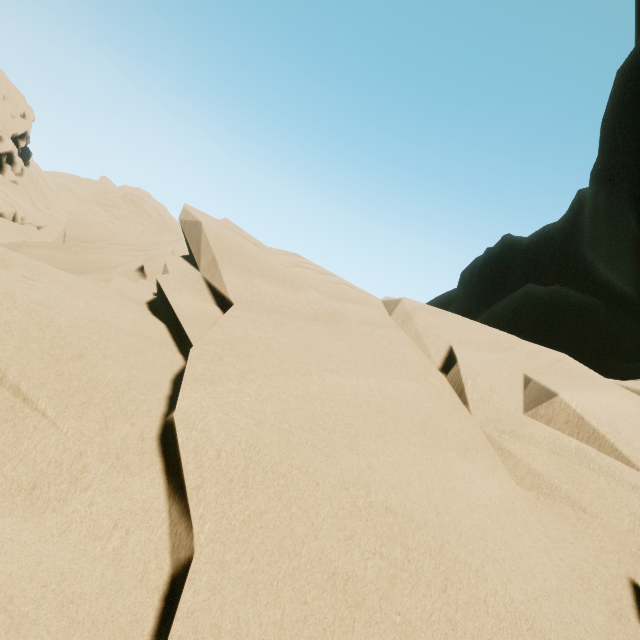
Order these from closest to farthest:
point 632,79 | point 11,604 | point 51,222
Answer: point 11,604 < point 632,79 < point 51,222
